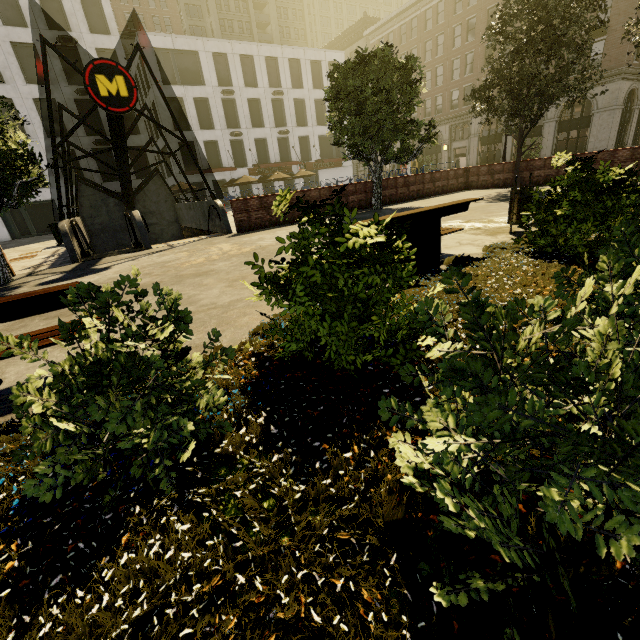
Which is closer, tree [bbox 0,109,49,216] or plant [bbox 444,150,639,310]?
plant [bbox 444,150,639,310]

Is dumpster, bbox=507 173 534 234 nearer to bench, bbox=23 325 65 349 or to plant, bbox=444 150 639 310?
plant, bbox=444 150 639 310

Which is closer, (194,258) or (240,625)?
(240,625)

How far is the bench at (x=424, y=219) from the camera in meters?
4.5

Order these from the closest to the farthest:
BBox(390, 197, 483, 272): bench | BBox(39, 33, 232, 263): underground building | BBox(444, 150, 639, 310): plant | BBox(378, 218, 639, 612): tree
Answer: BBox(378, 218, 639, 612): tree → BBox(444, 150, 639, 310): plant → BBox(390, 197, 483, 272): bench → BBox(39, 33, 232, 263): underground building

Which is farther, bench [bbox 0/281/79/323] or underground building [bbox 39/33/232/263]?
underground building [bbox 39/33/232/263]

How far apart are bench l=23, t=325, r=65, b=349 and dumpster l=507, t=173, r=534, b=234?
7.2 meters

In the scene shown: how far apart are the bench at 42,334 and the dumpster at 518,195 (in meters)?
7.21
